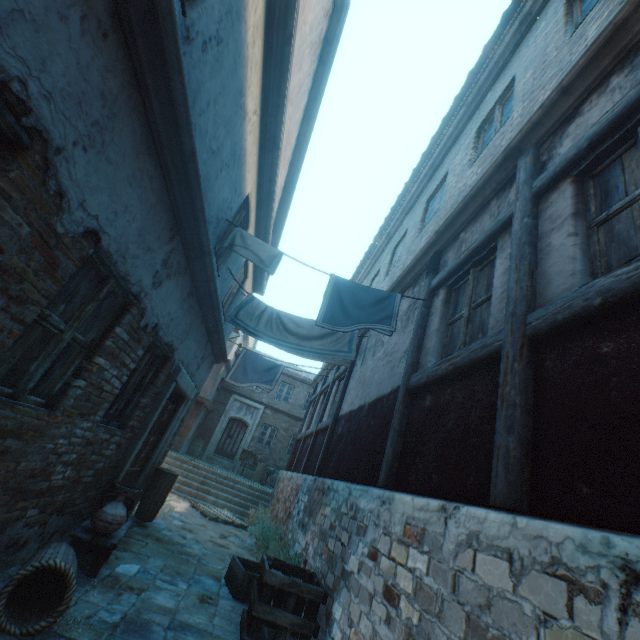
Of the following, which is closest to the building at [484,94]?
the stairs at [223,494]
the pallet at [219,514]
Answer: the stairs at [223,494]

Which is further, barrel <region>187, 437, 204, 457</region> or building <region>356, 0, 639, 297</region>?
barrel <region>187, 437, 204, 457</region>

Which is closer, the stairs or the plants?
the plants

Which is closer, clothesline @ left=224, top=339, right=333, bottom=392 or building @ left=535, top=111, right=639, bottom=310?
building @ left=535, top=111, right=639, bottom=310

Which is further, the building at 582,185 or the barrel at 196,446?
the barrel at 196,446

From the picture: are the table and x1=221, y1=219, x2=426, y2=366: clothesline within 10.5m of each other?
yes

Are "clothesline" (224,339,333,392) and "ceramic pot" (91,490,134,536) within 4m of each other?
no

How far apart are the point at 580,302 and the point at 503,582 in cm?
174
